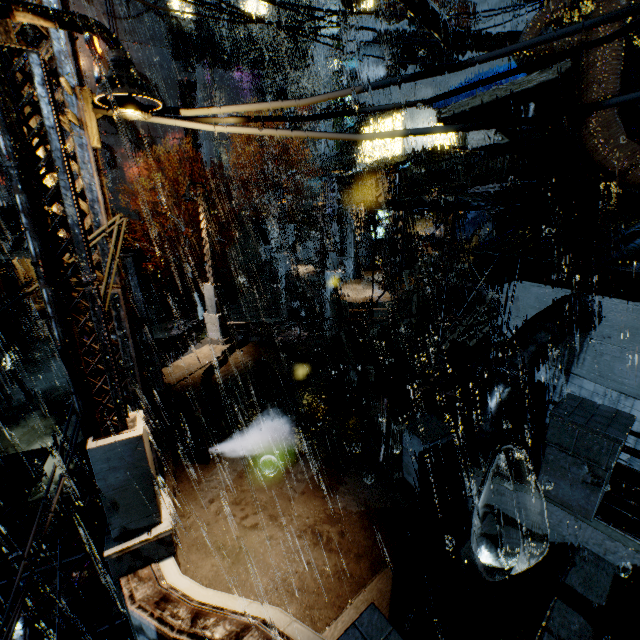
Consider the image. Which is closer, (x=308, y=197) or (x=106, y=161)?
(x=106, y=161)

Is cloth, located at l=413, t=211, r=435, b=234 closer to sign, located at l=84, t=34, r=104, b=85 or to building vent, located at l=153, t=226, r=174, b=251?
building vent, located at l=153, t=226, r=174, b=251

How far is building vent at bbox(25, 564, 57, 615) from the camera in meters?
9.8

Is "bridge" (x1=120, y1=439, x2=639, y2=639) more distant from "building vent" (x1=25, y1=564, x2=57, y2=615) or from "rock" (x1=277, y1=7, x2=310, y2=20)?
"rock" (x1=277, y1=7, x2=310, y2=20)

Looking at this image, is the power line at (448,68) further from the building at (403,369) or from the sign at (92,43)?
the sign at (92,43)

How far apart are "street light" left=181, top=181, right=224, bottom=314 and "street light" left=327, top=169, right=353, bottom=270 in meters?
7.4 m

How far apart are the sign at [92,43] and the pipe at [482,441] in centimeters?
4653cm

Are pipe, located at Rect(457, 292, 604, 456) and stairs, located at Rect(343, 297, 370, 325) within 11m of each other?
yes
